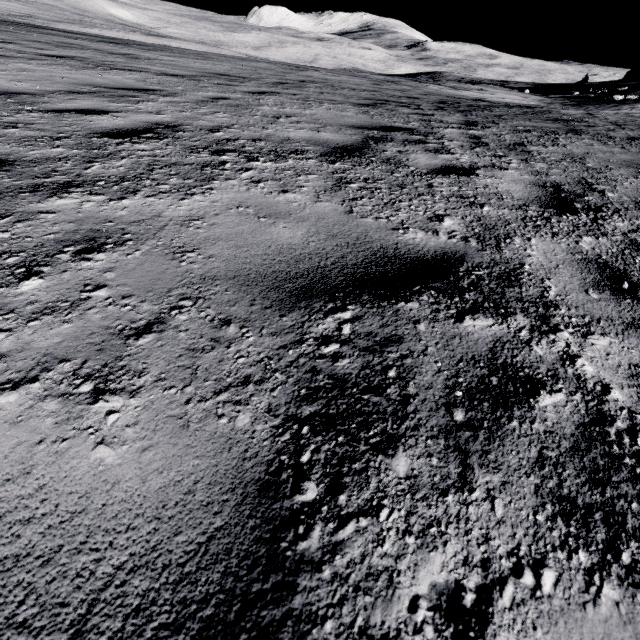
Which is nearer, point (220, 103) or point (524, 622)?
point (524, 622)
